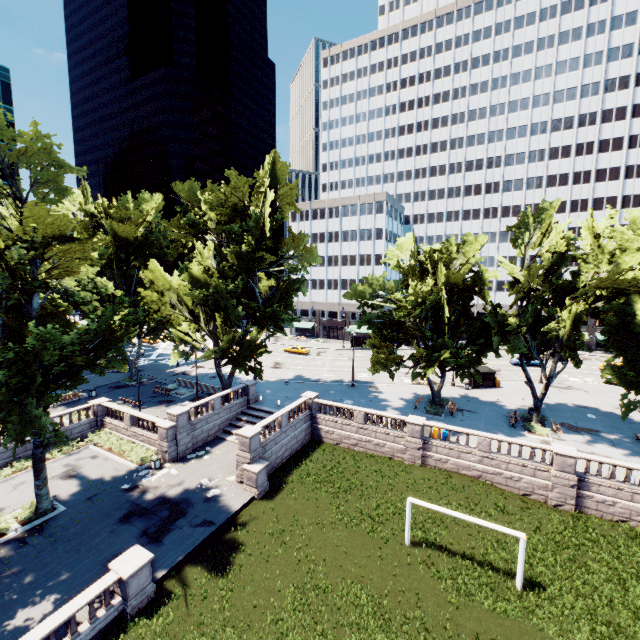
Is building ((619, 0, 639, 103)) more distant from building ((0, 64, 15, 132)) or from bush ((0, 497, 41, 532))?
building ((0, 64, 15, 132))

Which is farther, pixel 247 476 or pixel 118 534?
pixel 247 476

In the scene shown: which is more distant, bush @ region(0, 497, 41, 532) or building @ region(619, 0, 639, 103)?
building @ region(619, 0, 639, 103)

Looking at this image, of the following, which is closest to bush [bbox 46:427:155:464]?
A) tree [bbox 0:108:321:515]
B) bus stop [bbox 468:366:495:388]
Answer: tree [bbox 0:108:321:515]

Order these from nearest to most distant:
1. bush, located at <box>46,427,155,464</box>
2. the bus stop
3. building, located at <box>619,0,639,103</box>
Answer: bush, located at <box>46,427,155,464</box> < the bus stop < building, located at <box>619,0,639,103</box>

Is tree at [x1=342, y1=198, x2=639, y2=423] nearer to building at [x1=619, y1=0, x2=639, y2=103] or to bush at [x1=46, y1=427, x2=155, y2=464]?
building at [x1=619, y1=0, x2=639, y2=103]

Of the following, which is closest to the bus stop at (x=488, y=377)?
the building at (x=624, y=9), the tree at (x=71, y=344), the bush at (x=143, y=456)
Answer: the tree at (x=71, y=344)

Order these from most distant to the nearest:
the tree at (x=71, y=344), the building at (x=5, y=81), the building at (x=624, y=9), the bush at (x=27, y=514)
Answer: the building at (x=624, y=9), the building at (x=5, y=81), the bush at (x=27, y=514), the tree at (x=71, y=344)
